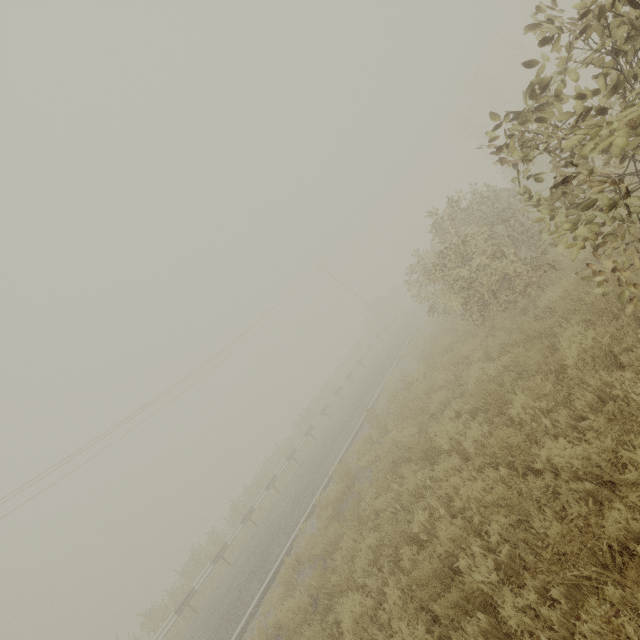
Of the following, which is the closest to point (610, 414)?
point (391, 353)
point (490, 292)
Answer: point (490, 292)
